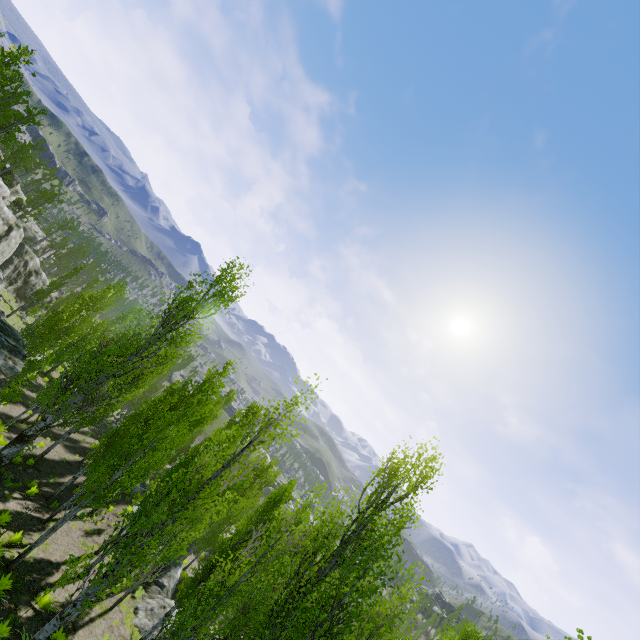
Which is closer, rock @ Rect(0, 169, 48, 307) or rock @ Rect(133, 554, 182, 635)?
rock @ Rect(133, 554, 182, 635)

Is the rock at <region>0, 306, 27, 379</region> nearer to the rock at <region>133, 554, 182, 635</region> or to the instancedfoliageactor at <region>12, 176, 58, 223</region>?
the instancedfoliageactor at <region>12, 176, 58, 223</region>

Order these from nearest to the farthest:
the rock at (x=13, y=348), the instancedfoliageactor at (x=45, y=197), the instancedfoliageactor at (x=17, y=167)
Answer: the rock at (x=13, y=348)
the instancedfoliageactor at (x=17, y=167)
the instancedfoliageactor at (x=45, y=197)

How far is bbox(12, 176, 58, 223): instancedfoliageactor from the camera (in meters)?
45.22

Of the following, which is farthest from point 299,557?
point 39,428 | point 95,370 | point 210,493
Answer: point 95,370

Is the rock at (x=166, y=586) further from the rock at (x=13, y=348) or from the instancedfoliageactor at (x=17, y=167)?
the rock at (x=13, y=348)

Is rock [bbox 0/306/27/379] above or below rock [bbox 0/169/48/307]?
above
